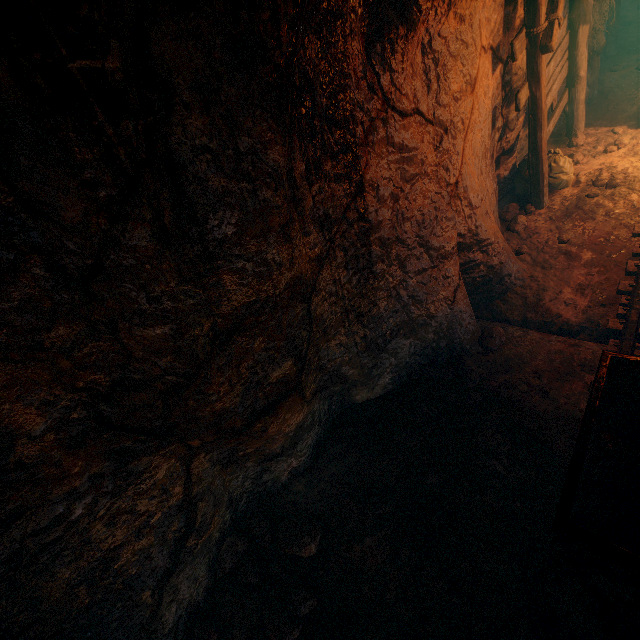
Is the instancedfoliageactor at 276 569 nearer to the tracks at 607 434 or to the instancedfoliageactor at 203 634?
the instancedfoliageactor at 203 634

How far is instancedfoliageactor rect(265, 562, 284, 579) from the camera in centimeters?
296cm

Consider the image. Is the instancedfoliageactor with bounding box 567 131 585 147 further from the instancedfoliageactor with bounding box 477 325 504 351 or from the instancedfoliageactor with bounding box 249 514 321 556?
the instancedfoliageactor with bounding box 249 514 321 556

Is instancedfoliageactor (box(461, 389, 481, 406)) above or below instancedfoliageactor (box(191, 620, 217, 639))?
above

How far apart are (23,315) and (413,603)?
3.35m

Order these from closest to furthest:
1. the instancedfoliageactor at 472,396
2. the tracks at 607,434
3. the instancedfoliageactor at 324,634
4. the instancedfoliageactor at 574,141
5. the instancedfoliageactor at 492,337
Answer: the tracks at 607,434, the instancedfoliageactor at 324,634, the instancedfoliageactor at 472,396, the instancedfoliageactor at 492,337, the instancedfoliageactor at 574,141

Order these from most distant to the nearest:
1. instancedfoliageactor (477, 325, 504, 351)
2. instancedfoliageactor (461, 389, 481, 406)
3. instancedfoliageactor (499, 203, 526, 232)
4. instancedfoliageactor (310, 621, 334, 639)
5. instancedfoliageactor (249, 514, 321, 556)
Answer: instancedfoliageactor (499, 203, 526, 232) → instancedfoliageactor (477, 325, 504, 351) → instancedfoliageactor (461, 389, 481, 406) → instancedfoliageactor (249, 514, 321, 556) → instancedfoliageactor (310, 621, 334, 639)

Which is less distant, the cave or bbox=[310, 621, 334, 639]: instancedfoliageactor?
the cave
